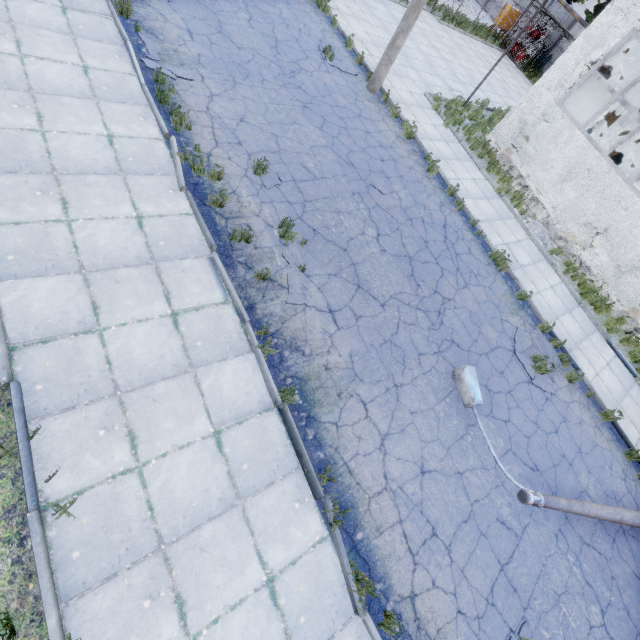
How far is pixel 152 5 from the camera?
8.7 meters

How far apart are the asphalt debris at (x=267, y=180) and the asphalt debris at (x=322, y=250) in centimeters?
161cm

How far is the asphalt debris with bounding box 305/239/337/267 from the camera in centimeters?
705cm

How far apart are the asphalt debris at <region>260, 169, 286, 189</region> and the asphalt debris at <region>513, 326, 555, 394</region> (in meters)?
7.32

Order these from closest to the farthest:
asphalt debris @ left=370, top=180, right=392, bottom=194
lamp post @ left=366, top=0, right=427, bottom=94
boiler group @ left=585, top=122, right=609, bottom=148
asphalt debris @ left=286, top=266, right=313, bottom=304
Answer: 1. asphalt debris @ left=286, top=266, right=313, bottom=304
2. asphalt debris @ left=370, top=180, right=392, bottom=194
3. lamp post @ left=366, top=0, right=427, bottom=94
4. boiler group @ left=585, top=122, right=609, bottom=148

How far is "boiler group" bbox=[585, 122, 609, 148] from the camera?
15.4 meters

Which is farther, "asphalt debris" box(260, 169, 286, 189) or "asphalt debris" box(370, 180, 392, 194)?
"asphalt debris" box(370, 180, 392, 194)

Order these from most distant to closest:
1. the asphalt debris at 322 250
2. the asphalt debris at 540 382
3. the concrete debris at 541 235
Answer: the concrete debris at 541 235 < the asphalt debris at 540 382 < the asphalt debris at 322 250
